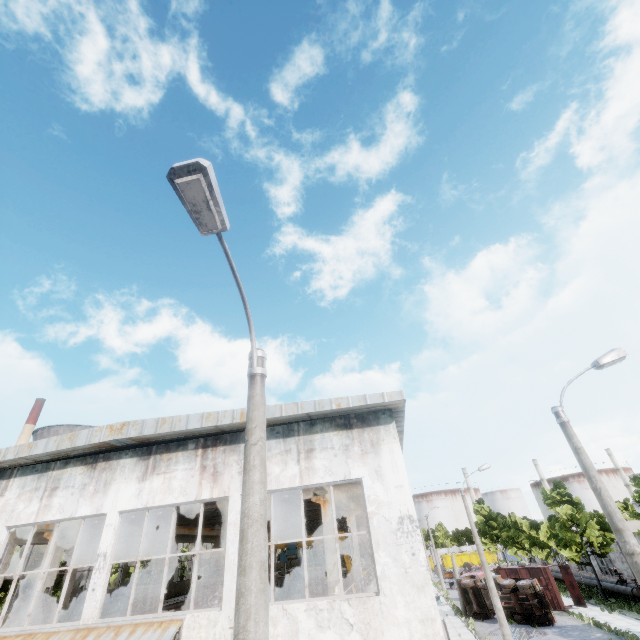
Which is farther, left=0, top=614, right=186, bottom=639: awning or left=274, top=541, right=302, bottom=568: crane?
left=274, top=541, right=302, bottom=568: crane

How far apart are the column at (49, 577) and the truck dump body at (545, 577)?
37.91m

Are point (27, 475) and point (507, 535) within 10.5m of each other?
no

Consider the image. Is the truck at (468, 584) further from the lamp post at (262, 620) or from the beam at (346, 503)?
the lamp post at (262, 620)

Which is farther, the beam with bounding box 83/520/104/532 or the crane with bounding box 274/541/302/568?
the crane with bounding box 274/541/302/568

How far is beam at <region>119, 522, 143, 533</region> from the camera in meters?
17.7 m

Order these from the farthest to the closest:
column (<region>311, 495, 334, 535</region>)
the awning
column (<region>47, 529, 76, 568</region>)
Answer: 1. column (<region>47, 529, 76, 568</region>)
2. column (<region>311, 495, 334, 535</region>)
3. the awning

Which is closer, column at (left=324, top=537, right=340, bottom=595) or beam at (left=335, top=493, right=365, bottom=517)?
column at (left=324, top=537, right=340, bottom=595)
